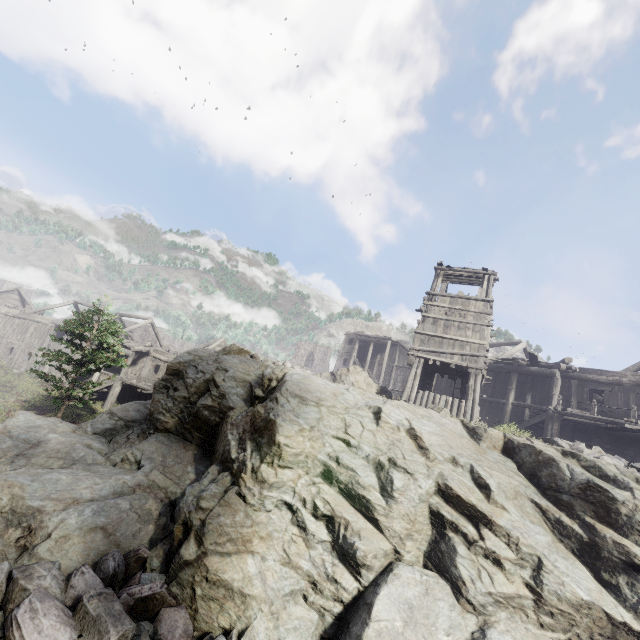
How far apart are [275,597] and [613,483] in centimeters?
862cm

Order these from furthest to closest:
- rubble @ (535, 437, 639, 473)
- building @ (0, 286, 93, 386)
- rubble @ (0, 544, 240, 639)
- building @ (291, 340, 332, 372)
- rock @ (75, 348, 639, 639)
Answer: building @ (291, 340, 332, 372)
building @ (0, 286, 93, 386)
rubble @ (535, 437, 639, 473)
rock @ (75, 348, 639, 639)
rubble @ (0, 544, 240, 639)

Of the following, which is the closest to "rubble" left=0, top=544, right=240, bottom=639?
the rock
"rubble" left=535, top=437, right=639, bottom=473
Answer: the rock

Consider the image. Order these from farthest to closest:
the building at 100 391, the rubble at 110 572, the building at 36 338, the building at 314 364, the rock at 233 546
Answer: the building at 314 364 → the building at 36 338 → the building at 100 391 → the rock at 233 546 → the rubble at 110 572

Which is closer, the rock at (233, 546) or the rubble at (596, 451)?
the rock at (233, 546)

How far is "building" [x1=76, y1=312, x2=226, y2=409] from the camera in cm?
2720

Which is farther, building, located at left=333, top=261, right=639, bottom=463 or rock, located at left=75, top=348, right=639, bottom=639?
building, located at left=333, top=261, right=639, bottom=463
